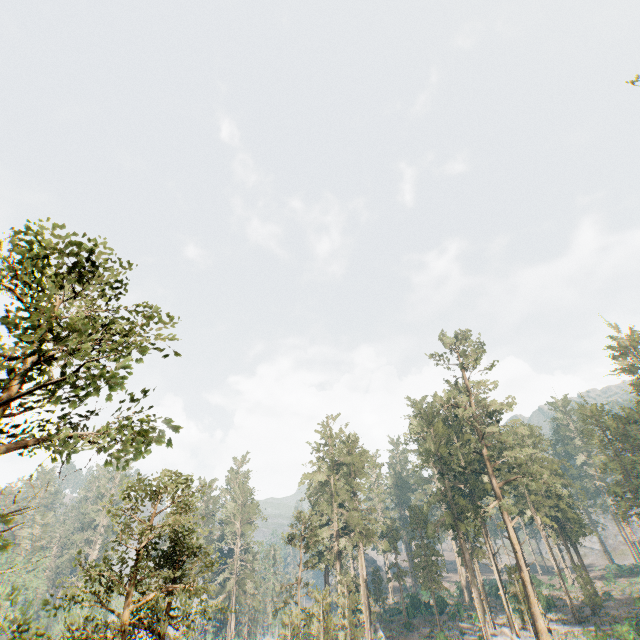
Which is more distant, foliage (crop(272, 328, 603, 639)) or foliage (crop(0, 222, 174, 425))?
foliage (crop(272, 328, 603, 639))

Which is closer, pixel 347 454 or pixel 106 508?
pixel 106 508

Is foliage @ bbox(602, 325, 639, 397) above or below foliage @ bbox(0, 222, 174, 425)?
Result: above

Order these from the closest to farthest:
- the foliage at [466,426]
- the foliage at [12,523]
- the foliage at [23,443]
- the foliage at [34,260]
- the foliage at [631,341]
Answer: the foliage at [12,523] → the foliage at [34,260] → the foliage at [23,443] → the foliage at [466,426] → the foliage at [631,341]

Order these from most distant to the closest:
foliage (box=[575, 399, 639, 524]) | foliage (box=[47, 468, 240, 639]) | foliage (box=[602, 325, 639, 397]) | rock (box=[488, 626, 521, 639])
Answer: foliage (box=[602, 325, 639, 397]) < foliage (box=[575, 399, 639, 524]) < rock (box=[488, 626, 521, 639]) < foliage (box=[47, 468, 240, 639])

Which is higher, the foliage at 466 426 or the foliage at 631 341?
the foliage at 631 341
